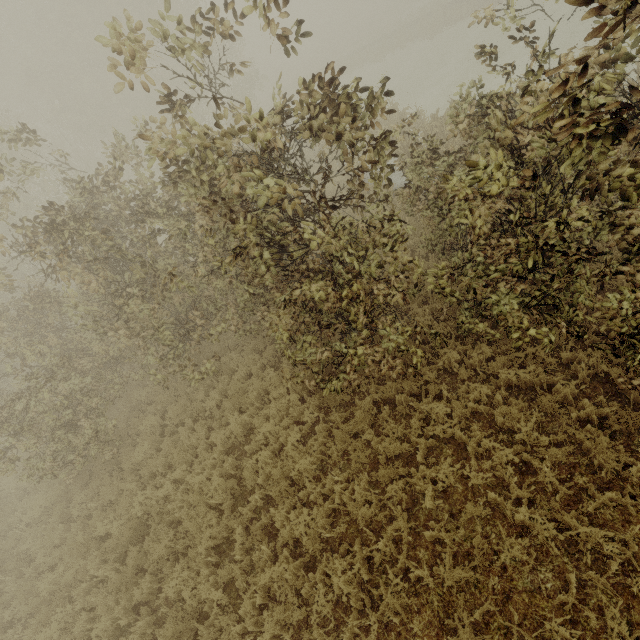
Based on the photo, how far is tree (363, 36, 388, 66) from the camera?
32.29m

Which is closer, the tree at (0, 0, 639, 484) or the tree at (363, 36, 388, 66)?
the tree at (0, 0, 639, 484)

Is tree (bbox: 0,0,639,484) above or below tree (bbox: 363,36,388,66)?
above

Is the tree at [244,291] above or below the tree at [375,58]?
above

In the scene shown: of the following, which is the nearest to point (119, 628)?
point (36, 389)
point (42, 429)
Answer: point (42, 429)

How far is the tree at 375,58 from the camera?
32.3 meters
